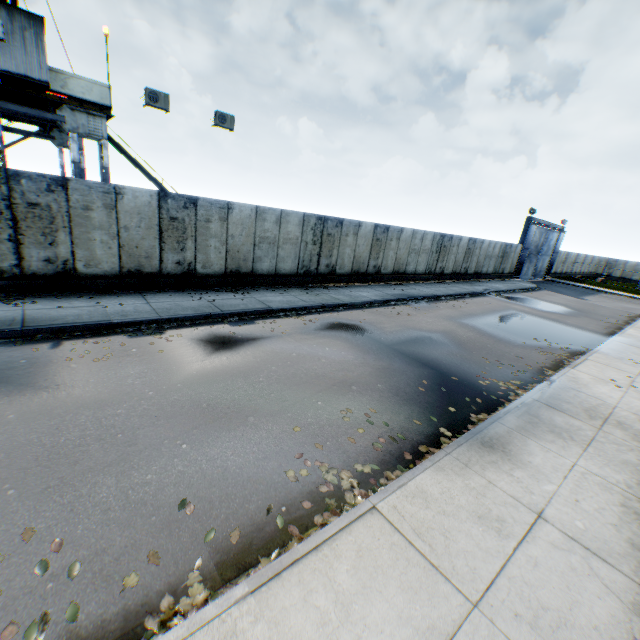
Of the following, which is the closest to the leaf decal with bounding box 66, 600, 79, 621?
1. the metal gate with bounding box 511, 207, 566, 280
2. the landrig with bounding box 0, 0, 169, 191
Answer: the landrig with bounding box 0, 0, 169, 191

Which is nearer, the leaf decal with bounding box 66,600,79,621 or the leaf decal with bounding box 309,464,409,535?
the leaf decal with bounding box 66,600,79,621

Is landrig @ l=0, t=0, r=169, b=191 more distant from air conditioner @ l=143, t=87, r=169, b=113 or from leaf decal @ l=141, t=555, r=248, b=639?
leaf decal @ l=141, t=555, r=248, b=639

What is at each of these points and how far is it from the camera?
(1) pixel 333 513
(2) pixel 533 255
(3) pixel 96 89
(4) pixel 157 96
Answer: (1) leaf decal, 4.2 meters
(2) metal gate, 34.5 meters
(3) landrig, 12.5 meters
(4) air conditioner, 12.4 meters

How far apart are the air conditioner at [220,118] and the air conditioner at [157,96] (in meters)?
1.83

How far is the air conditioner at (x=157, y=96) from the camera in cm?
1223

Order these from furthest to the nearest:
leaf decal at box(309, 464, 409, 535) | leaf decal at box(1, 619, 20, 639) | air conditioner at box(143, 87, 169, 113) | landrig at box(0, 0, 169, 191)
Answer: air conditioner at box(143, 87, 169, 113) → landrig at box(0, 0, 169, 191) → leaf decal at box(309, 464, 409, 535) → leaf decal at box(1, 619, 20, 639)

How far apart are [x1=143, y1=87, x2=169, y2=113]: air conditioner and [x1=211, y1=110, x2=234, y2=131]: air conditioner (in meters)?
1.83
